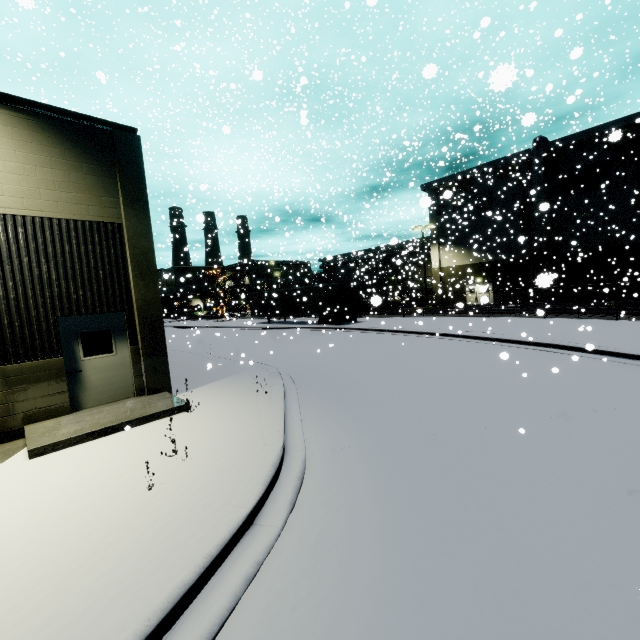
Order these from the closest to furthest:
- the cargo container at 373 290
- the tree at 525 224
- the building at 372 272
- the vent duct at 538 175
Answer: the vent duct at 538 175 < the cargo container at 373 290 < the tree at 525 224 < the building at 372 272

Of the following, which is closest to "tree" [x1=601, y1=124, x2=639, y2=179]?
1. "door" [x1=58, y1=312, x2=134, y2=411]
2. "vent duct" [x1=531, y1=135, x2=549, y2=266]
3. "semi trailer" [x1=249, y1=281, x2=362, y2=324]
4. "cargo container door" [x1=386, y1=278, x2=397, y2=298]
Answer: "vent duct" [x1=531, y1=135, x2=549, y2=266]

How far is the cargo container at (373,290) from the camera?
32.5 meters

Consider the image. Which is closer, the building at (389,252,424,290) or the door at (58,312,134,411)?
the door at (58,312,134,411)

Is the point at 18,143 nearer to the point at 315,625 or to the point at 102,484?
the point at 102,484

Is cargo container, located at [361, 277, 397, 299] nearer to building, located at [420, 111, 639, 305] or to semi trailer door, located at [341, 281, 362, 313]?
building, located at [420, 111, 639, 305]

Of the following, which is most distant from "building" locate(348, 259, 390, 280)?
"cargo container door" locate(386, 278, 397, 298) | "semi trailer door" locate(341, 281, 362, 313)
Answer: "semi trailer door" locate(341, 281, 362, 313)

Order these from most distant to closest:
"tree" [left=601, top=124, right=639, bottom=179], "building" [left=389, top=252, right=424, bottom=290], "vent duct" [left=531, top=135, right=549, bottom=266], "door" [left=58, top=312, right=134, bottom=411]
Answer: "vent duct" [left=531, top=135, right=549, bottom=266], "building" [left=389, top=252, right=424, bottom=290], "tree" [left=601, top=124, right=639, bottom=179], "door" [left=58, top=312, right=134, bottom=411]
